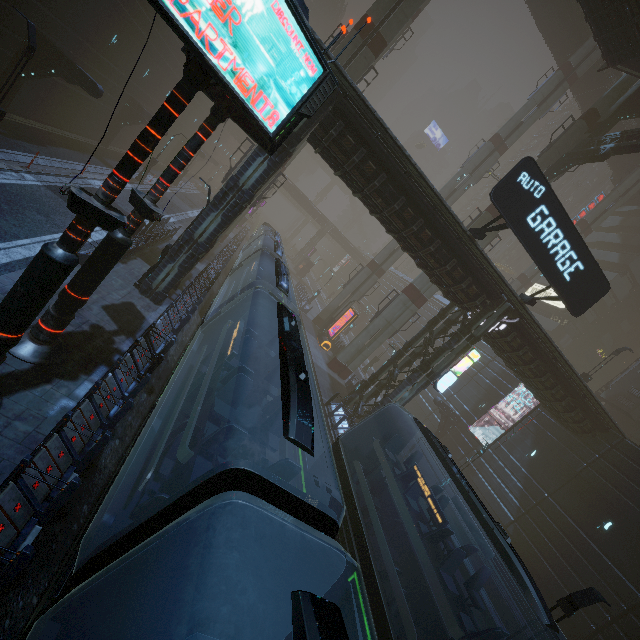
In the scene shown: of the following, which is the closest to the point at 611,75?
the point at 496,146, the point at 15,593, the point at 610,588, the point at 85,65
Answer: the point at 496,146

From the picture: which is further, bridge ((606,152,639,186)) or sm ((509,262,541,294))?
sm ((509,262,541,294))

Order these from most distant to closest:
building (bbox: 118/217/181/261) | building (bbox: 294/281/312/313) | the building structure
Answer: building (bbox: 294/281/312/313)
the building structure
building (bbox: 118/217/181/261)

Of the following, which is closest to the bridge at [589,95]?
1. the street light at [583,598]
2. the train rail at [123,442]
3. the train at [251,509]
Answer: the train at [251,509]

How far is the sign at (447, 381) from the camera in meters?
18.5 m

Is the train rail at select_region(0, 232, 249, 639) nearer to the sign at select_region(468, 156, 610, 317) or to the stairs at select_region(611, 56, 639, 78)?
the sign at select_region(468, 156, 610, 317)

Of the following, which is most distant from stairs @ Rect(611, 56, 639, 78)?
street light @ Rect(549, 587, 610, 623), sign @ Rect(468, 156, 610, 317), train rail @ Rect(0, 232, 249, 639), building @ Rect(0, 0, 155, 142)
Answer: train rail @ Rect(0, 232, 249, 639)

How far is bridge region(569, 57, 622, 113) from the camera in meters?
34.3
